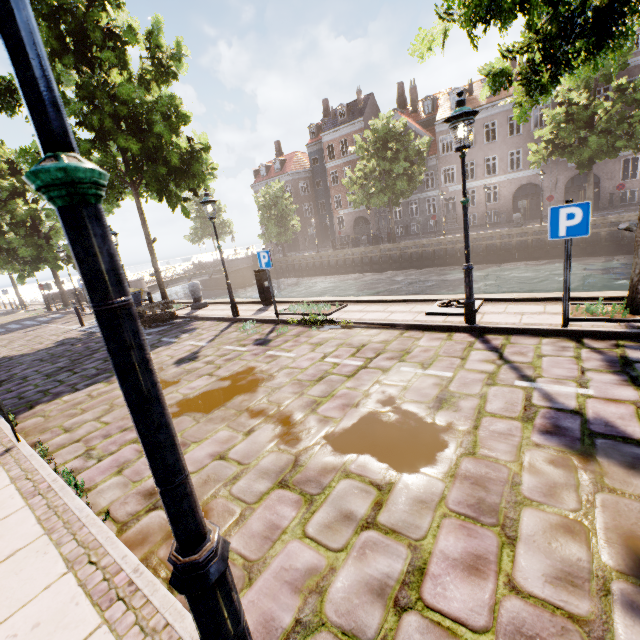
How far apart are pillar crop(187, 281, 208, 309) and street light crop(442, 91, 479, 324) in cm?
1022

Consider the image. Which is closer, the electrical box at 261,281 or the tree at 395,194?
the electrical box at 261,281

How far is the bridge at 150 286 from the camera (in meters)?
26.54

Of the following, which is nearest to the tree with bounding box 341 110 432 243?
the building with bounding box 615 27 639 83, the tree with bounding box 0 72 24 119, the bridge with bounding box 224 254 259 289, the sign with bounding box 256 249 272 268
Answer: the tree with bounding box 0 72 24 119

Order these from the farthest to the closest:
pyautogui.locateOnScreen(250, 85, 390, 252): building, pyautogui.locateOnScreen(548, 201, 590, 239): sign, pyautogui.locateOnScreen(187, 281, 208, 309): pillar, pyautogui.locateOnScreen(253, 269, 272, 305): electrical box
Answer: pyautogui.locateOnScreen(250, 85, 390, 252): building, pyautogui.locateOnScreen(187, 281, 208, 309): pillar, pyautogui.locateOnScreen(253, 269, 272, 305): electrical box, pyautogui.locateOnScreen(548, 201, 590, 239): sign

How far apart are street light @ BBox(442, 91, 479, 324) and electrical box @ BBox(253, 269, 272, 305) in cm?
682

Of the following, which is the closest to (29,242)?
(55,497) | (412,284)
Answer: (55,497)

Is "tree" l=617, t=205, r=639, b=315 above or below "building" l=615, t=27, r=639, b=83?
below
